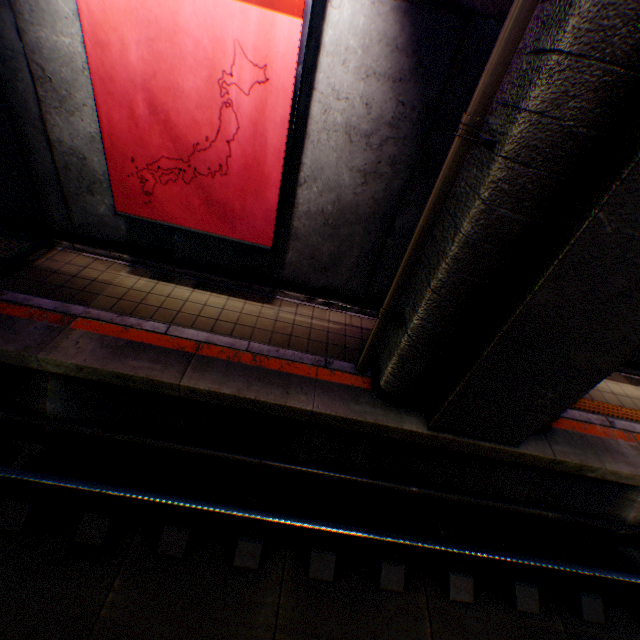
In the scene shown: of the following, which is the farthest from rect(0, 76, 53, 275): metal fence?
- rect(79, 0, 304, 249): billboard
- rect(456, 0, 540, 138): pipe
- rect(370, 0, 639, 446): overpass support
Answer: rect(456, 0, 540, 138): pipe

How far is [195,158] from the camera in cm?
472

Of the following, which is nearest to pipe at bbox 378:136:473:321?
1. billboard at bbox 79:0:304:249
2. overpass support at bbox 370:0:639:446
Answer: overpass support at bbox 370:0:639:446

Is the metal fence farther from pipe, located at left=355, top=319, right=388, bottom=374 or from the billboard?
pipe, located at left=355, top=319, right=388, bottom=374

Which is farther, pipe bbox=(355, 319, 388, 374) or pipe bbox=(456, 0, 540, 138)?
pipe bbox=(355, 319, 388, 374)

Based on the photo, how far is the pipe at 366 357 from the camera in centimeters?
497cm

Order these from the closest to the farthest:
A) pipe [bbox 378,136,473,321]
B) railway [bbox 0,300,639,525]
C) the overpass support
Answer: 1. the overpass support
2. pipe [bbox 378,136,473,321]
3. railway [bbox 0,300,639,525]

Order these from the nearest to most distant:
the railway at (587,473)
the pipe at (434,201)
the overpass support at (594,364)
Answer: the overpass support at (594,364)
the pipe at (434,201)
the railway at (587,473)
